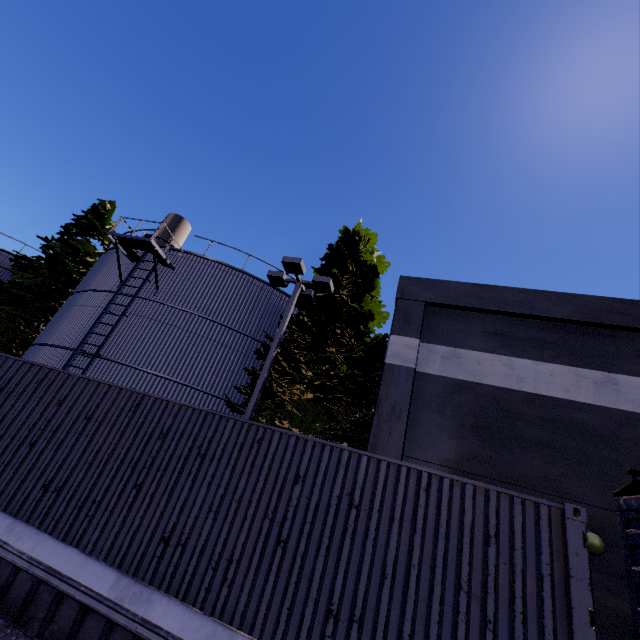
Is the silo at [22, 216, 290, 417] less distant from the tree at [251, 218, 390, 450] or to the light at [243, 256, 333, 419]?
the tree at [251, 218, 390, 450]

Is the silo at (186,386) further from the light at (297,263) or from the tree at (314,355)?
the light at (297,263)

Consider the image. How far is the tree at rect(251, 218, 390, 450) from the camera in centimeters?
1107cm

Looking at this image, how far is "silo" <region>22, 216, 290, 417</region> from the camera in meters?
13.4 m

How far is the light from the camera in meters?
9.7

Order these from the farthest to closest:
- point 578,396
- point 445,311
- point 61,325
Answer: point 61,325
point 445,311
point 578,396

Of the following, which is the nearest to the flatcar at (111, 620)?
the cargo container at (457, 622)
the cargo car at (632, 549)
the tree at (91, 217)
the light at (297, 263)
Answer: the cargo container at (457, 622)

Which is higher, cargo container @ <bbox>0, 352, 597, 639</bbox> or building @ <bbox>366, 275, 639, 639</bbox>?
building @ <bbox>366, 275, 639, 639</bbox>
